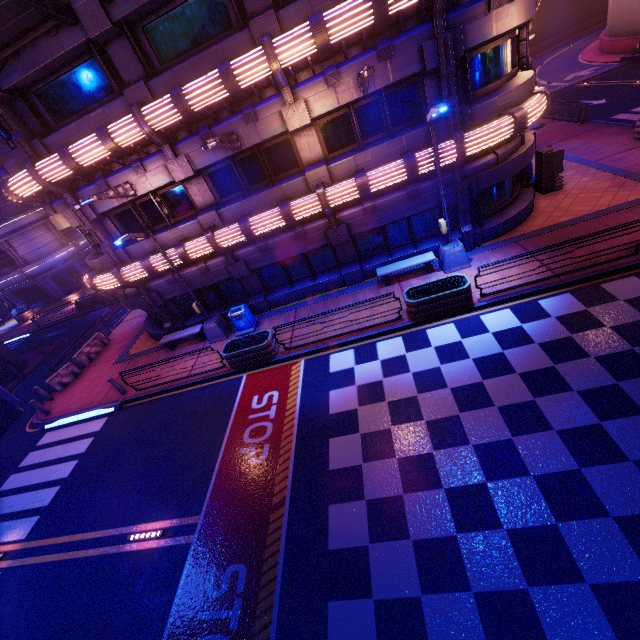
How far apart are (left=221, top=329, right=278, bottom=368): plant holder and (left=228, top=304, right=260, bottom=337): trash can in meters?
1.2

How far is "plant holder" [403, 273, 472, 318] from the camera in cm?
1104

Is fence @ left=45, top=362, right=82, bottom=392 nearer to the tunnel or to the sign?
the sign

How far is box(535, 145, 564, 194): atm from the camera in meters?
14.6 m

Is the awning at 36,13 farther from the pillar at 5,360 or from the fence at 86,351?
the pillar at 5,360

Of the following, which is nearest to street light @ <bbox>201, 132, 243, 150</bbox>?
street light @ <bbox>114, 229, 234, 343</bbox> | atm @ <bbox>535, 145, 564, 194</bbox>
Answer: street light @ <bbox>114, 229, 234, 343</bbox>

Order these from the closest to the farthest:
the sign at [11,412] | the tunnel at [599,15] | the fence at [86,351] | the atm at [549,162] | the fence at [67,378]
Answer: the sign at [11,412] → the atm at [549,162] → the fence at [67,378] → the fence at [86,351] → the tunnel at [599,15]

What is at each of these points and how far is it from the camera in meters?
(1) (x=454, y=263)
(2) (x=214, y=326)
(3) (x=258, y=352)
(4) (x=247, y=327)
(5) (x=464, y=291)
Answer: (1) street light, 13.1 m
(2) street light, 15.5 m
(3) plant holder, 12.9 m
(4) trash can, 15.6 m
(5) plant holder, 11.0 m
